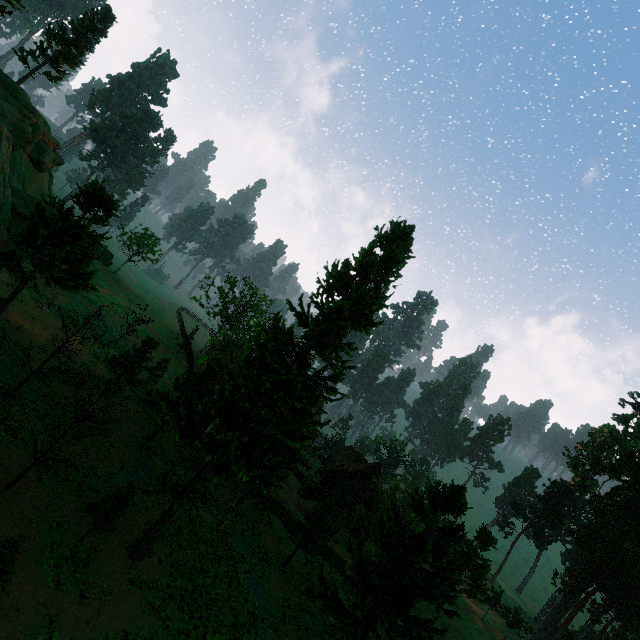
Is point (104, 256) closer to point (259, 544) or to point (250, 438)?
point (250, 438)

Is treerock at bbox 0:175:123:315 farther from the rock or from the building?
the rock

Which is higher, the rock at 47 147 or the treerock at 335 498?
the rock at 47 147

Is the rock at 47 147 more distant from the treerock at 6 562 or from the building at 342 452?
the building at 342 452

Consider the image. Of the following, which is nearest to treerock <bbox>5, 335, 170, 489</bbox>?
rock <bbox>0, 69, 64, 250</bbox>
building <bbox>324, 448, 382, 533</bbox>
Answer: building <bbox>324, 448, 382, 533</bbox>

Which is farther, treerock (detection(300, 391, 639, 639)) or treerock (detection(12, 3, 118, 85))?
treerock (detection(12, 3, 118, 85))

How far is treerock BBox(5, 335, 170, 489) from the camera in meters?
15.8 m

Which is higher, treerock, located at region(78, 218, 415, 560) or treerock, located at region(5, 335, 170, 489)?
treerock, located at region(78, 218, 415, 560)
